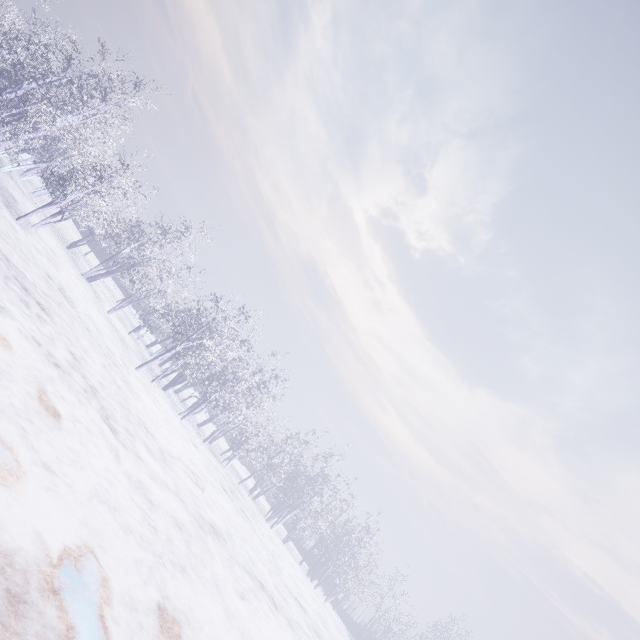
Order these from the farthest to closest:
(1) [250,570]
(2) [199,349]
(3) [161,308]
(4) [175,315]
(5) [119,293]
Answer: (5) [119,293]
(4) [175,315]
(3) [161,308]
(2) [199,349]
(1) [250,570]
